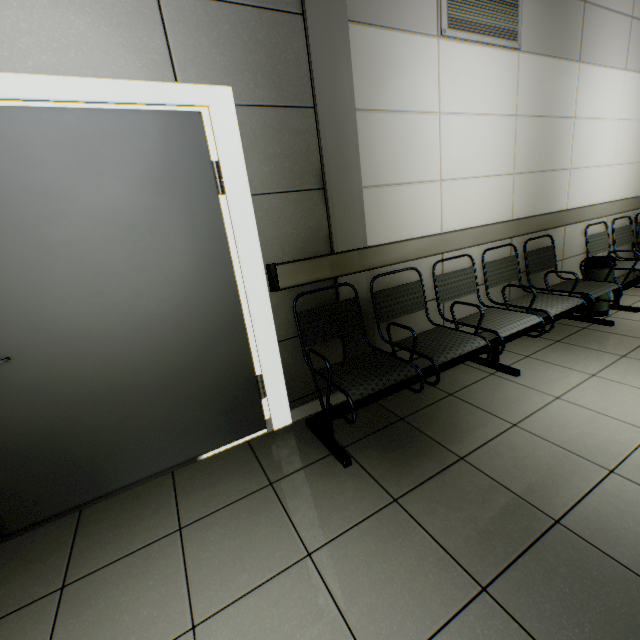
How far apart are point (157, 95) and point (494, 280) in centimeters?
303cm

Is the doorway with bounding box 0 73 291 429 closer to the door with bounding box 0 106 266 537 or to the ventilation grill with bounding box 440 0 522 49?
the door with bounding box 0 106 266 537

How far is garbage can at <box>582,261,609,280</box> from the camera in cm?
342

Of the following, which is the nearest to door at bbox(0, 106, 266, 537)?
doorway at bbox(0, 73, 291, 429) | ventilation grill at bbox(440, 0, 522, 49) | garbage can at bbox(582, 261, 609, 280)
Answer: doorway at bbox(0, 73, 291, 429)

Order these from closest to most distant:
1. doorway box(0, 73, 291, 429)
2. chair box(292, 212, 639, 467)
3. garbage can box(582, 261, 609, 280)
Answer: doorway box(0, 73, 291, 429)
chair box(292, 212, 639, 467)
garbage can box(582, 261, 609, 280)

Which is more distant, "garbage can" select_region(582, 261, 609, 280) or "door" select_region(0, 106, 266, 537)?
"garbage can" select_region(582, 261, 609, 280)

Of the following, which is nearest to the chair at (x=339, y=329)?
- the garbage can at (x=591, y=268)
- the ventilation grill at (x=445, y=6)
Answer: the garbage can at (x=591, y=268)

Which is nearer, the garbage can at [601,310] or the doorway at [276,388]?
the doorway at [276,388]
